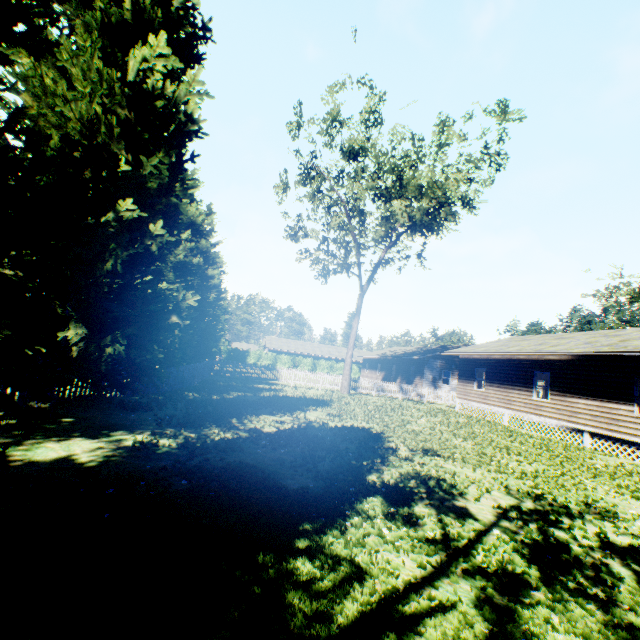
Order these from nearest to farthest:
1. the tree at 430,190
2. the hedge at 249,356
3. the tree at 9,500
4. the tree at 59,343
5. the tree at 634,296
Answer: the tree at 9,500, the tree at 59,343, the tree at 430,190, the tree at 634,296, the hedge at 249,356

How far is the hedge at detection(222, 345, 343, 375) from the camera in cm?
5088

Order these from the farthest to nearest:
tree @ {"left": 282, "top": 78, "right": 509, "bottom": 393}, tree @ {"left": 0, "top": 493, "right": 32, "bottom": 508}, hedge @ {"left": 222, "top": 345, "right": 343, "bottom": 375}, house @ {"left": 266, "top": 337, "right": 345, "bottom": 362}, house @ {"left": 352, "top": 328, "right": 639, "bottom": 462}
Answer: house @ {"left": 266, "top": 337, "right": 345, "bottom": 362}
hedge @ {"left": 222, "top": 345, "right": 343, "bottom": 375}
tree @ {"left": 282, "top": 78, "right": 509, "bottom": 393}
house @ {"left": 352, "top": 328, "right": 639, "bottom": 462}
tree @ {"left": 0, "top": 493, "right": 32, "bottom": 508}

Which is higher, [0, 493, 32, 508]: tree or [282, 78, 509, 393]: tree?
Result: [282, 78, 509, 393]: tree

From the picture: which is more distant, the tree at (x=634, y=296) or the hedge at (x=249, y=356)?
the hedge at (x=249, y=356)

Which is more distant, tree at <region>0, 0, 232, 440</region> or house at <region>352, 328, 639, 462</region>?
house at <region>352, 328, 639, 462</region>

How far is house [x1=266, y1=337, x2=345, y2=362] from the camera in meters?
55.3 m

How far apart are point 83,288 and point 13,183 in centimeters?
216cm
